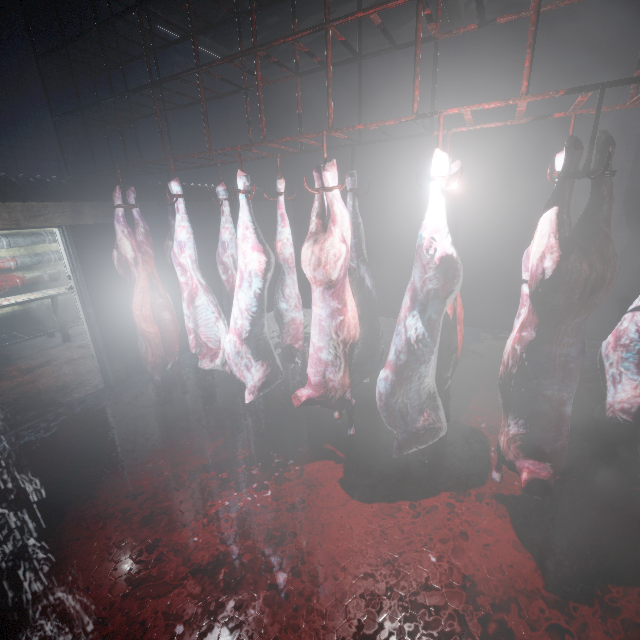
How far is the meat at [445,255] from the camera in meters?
1.7

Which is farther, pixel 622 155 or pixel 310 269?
pixel 622 155

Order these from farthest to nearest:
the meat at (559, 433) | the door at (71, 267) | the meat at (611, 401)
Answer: the door at (71, 267) → the meat at (611, 401) → the meat at (559, 433)

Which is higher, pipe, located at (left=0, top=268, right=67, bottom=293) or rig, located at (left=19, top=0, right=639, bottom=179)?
rig, located at (left=19, top=0, right=639, bottom=179)

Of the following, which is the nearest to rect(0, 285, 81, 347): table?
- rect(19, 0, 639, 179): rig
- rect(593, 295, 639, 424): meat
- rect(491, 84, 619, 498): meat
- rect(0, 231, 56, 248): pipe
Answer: rect(0, 231, 56, 248): pipe

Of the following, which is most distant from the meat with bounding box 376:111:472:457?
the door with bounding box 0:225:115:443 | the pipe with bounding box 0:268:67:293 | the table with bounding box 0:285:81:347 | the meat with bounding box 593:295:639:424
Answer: the pipe with bounding box 0:268:67:293

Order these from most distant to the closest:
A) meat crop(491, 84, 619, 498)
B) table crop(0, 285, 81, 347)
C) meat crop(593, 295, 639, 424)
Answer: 1. table crop(0, 285, 81, 347)
2. meat crop(593, 295, 639, 424)
3. meat crop(491, 84, 619, 498)

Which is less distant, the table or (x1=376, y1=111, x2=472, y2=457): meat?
(x1=376, y1=111, x2=472, y2=457): meat
